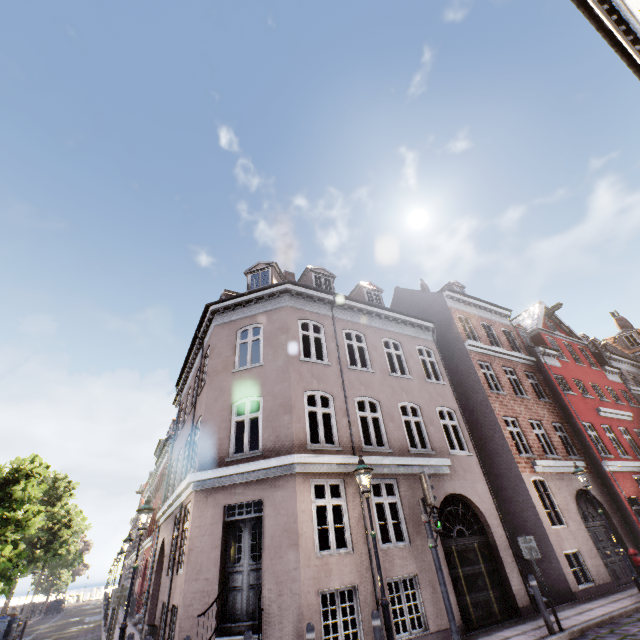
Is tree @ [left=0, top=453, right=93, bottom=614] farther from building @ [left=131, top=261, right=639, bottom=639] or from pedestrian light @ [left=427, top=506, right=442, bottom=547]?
pedestrian light @ [left=427, top=506, right=442, bottom=547]

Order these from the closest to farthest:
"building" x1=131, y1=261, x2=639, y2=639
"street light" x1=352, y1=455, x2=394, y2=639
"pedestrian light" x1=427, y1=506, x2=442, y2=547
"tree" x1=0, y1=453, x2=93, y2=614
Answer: "street light" x1=352, y1=455, x2=394, y2=639 → "pedestrian light" x1=427, y1=506, x2=442, y2=547 → "building" x1=131, y1=261, x2=639, y2=639 → "tree" x1=0, y1=453, x2=93, y2=614

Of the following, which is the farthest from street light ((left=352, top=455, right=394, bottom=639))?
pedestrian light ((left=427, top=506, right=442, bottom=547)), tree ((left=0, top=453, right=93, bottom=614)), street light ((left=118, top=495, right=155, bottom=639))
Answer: street light ((left=118, top=495, right=155, bottom=639))

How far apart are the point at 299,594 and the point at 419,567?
3.73m

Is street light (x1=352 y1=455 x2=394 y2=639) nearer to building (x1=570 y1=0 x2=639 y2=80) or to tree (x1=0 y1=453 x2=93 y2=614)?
building (x1=570 y1=0 x2=639 y2=80)

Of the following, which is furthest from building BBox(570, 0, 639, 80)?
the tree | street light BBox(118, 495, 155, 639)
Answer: the tree

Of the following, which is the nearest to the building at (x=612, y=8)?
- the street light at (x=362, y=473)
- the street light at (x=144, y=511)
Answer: the street light at (x=144, y=511)

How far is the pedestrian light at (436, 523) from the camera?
7.5m
